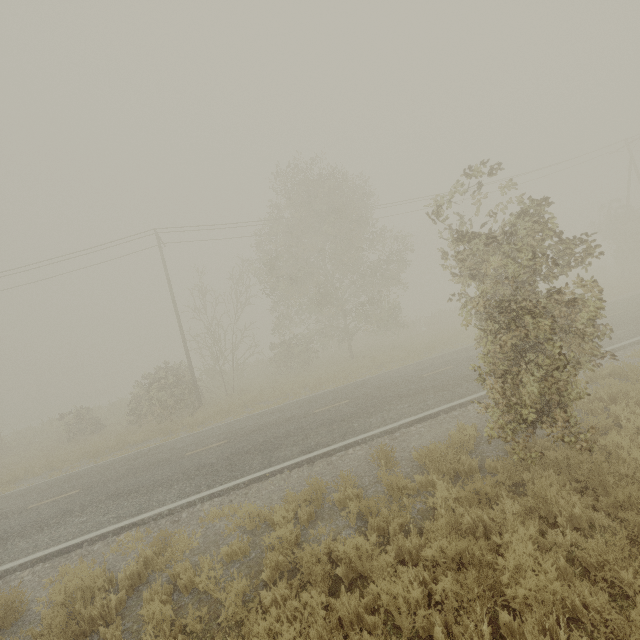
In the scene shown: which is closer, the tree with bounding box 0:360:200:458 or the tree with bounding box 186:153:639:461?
the tree with bounding box 186:153:639:461

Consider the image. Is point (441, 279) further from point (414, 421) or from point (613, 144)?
point (414, 421)

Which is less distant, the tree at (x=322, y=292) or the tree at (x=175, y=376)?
the tree at (x=322, y=292)
